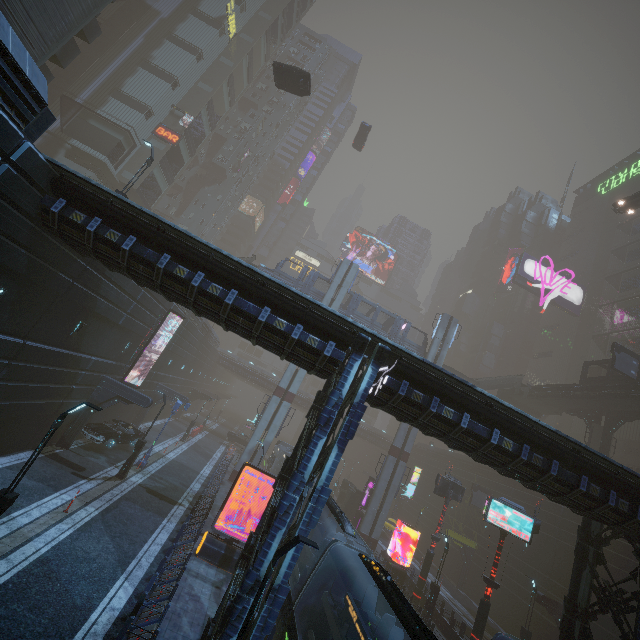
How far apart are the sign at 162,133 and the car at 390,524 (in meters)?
55.91

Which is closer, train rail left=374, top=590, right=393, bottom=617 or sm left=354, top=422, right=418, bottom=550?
train rail left=374, top=590, right=393, bottom=617

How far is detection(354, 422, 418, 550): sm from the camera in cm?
3222

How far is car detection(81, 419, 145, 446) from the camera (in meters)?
21.67

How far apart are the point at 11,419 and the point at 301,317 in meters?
15.8 m

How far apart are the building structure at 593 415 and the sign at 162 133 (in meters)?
59.80

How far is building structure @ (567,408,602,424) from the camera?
34.2m

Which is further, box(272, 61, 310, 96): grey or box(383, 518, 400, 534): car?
box(383, 518, 400, 534): car
